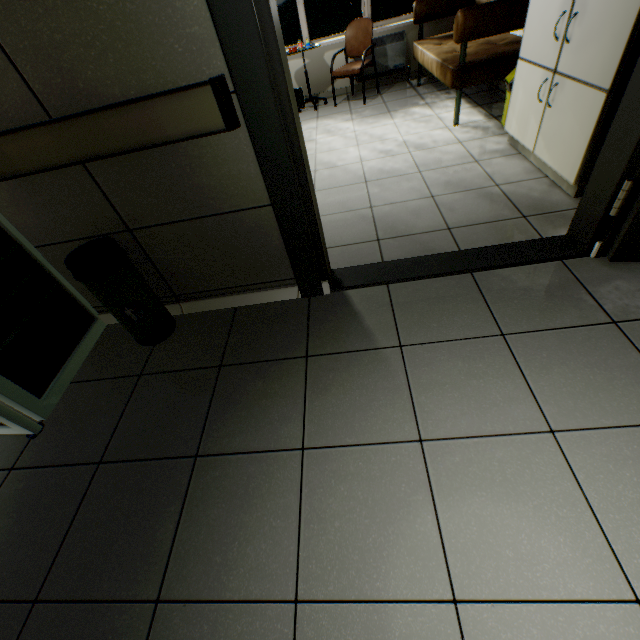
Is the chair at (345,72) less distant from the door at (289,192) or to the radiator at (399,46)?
the radiator at (399,46)

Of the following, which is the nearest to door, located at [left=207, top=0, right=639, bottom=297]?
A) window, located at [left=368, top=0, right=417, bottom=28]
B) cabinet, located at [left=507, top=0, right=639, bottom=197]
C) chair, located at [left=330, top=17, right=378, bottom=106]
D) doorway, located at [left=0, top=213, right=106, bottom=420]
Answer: cabinet, located at [left=507, top=0, right=639, bottom=197]

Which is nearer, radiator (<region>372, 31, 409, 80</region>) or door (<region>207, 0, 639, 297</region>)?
door (<region>207, 0, 639, 297</region>)

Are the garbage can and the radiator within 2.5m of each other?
no

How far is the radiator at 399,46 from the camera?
4.89m

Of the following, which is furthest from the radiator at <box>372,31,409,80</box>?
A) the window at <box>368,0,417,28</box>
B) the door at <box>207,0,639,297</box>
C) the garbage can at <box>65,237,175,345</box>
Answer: the garbage can at <box>65,237,175,345</box>

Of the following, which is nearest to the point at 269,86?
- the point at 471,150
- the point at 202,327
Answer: the point at 202,327

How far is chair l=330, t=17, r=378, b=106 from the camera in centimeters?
455cm
